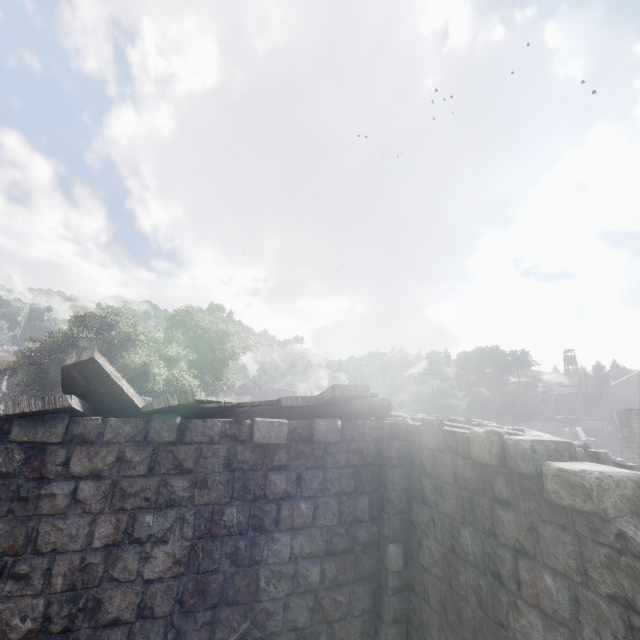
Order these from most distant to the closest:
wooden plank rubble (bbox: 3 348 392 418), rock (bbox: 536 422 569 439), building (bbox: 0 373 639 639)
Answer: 1. rock (bbox: 536 422 569 439)
2. wooden plank rubble (bbox: 3 348 392 418)
3. building (bbox: 0 373 639 639)

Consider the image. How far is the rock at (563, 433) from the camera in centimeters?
5588cm

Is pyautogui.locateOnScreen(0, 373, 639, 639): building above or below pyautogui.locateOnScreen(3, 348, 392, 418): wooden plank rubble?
below

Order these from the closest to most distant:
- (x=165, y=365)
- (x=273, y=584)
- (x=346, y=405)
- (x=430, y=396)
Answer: (x=273, y=584)
(x=346, y=405)
(x=165, y=365)
(x=430, y=396)

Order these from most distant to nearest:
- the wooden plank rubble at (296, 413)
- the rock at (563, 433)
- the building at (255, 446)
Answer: the rock at (563, 433) < the wooden plank rubble at (296, 413) < the building at (255, 446)

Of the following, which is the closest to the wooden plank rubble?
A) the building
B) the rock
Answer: the building

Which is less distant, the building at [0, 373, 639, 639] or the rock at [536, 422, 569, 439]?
the building at [0, 373, 639, 639]
